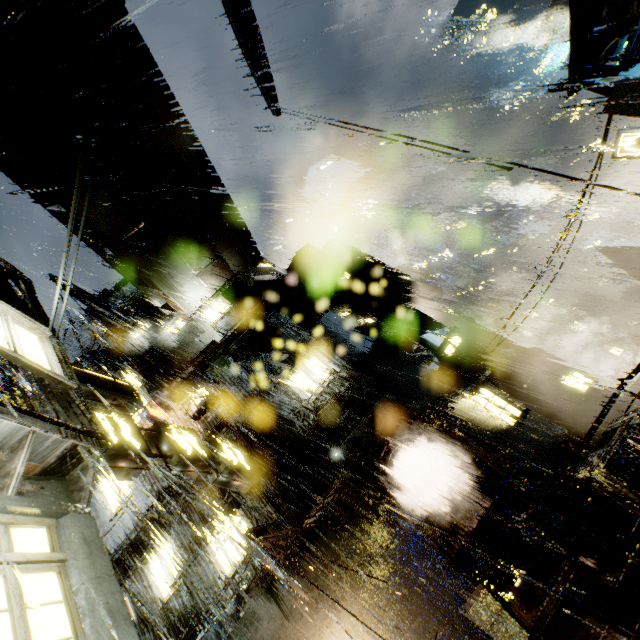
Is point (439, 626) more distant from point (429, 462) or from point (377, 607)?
point (429, 462)

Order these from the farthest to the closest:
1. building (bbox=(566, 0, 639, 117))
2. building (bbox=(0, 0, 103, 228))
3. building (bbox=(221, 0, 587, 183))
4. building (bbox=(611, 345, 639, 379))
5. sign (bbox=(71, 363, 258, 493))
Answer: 1. building (bbox=(611, 345, 639, 379))
2. building (bbox=(221, 0, 587, 183))
3. building (bbox=(0, 0, 103, 228))
4. building (bbox=(566, 0, 639, 117))
5. sign (bbox=(71, 363, 258, 493))

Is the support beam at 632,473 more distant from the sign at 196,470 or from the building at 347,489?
the sign at 196,470

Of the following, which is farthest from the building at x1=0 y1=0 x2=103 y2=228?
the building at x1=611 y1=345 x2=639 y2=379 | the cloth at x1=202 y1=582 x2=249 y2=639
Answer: the building at x1=611 y1=345 x2=639 y2=379

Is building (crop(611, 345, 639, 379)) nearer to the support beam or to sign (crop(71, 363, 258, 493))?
the support beam

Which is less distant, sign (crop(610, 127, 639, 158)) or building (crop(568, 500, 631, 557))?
building (crop(568, 500, 631, 557))

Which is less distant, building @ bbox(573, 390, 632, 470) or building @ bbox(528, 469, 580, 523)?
building @ bbox(528, 469, 580, 523)
